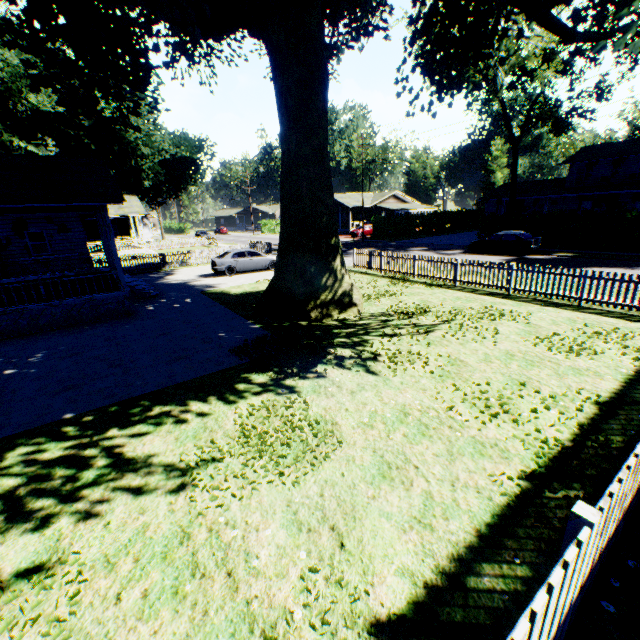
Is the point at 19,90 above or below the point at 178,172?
above

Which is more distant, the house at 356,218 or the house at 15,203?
the house at 356,218

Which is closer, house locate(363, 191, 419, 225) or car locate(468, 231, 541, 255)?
car locate(468, 231, 541, 255)

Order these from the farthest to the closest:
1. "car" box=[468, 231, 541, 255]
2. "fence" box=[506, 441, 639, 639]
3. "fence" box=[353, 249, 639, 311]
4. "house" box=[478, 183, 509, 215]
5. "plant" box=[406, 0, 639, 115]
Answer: "house" box=[478, 183, 509, 215]
"car" box=[468, 231, 541, 255]
"fence" box=[353, 249, 639, 311]
"plant" box=[406, 0, 639, 115]
"fence" box=[506, 441, 639, 639]

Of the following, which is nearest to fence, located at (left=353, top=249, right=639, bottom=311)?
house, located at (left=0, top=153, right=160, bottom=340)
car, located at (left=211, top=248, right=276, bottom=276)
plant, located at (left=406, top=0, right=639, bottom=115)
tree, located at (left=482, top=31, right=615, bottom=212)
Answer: house, located at (left=0, top=153, right=160, bottom=340)

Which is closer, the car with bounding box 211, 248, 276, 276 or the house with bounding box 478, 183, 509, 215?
the car with bounding box 211, 248, 276, 276

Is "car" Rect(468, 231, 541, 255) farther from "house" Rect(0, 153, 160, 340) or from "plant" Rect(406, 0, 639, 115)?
"house" Rect(0, 153, 160, 340)

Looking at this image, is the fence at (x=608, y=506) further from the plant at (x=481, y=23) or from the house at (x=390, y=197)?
the house at (x=390, y=197)
